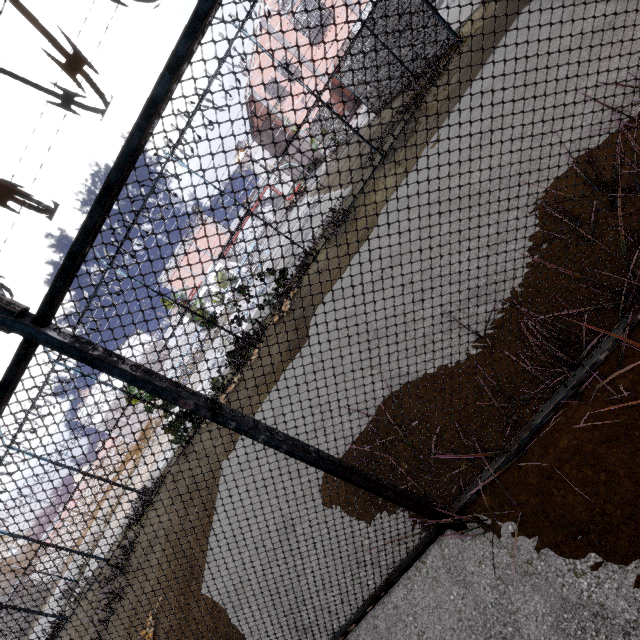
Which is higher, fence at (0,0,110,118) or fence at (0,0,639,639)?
fence at (0,0,110,118)

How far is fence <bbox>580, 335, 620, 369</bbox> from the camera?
2.0m

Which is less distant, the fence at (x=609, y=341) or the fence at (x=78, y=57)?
the fence at (x=78, y=57)

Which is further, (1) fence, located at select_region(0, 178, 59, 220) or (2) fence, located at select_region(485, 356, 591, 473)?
(2) fence, located at select_region(485, 356, 591, 473)

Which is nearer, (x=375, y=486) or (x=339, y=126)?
(x=375, y=486)

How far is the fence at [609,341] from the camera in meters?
2.0 m
